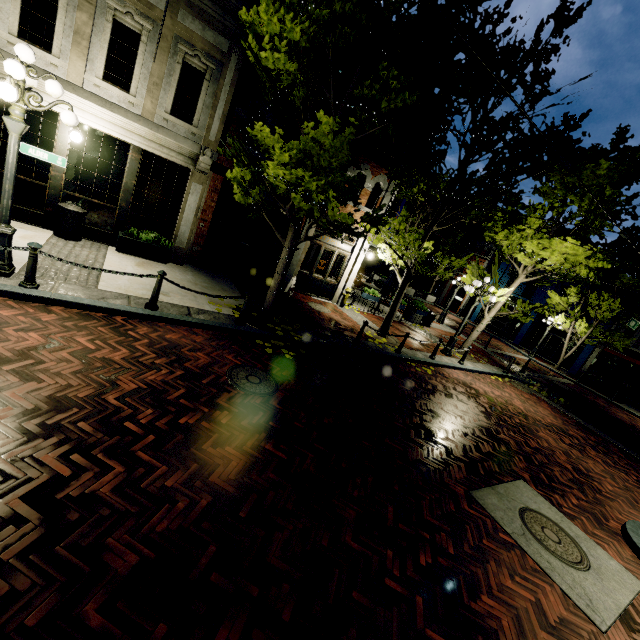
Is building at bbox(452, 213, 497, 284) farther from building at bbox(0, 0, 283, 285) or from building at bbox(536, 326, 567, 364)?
building at bbox(0, 0, 283, 285)

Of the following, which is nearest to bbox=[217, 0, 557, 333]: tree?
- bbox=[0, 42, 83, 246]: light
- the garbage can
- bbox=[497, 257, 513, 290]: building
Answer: bbox=[497, 257, 513, 290]: building

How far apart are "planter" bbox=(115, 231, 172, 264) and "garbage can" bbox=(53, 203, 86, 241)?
0.81m

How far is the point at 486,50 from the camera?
7.12m

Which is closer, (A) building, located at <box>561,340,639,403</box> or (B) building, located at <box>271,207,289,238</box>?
(B) building, located at <box>271,207,289,238</box>

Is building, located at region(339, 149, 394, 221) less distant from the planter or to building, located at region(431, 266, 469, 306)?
the planter

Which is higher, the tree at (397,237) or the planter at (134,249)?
the tree at (397,237)

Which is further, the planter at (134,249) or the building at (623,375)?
the building at (623,375)
